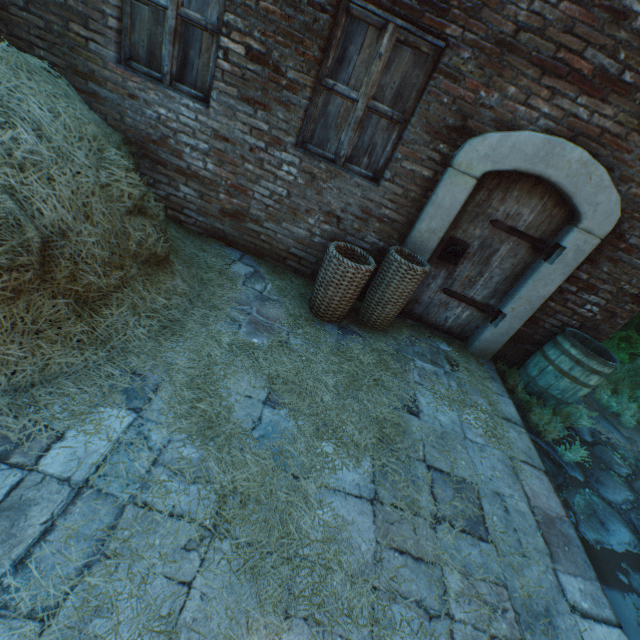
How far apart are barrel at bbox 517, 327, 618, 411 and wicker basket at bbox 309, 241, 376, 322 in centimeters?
241cm

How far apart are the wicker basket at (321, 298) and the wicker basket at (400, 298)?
0.14m

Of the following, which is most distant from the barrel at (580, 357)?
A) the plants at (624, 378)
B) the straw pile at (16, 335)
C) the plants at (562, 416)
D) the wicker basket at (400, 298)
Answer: the straw pile at (16, 335)

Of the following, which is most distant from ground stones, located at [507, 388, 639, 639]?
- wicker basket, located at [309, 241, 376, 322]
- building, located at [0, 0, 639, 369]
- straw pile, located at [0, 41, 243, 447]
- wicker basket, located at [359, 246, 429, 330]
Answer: straw pile, located at [0, 41, 243, 447]

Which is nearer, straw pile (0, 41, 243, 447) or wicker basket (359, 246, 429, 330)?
straw pile (0, 41, 243, 447)

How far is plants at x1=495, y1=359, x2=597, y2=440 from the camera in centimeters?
361cm

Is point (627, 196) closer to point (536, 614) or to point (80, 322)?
point (536, 614)

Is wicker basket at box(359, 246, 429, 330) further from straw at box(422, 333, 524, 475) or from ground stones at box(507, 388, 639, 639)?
ground stones at box(507, 388, 639, 639)
